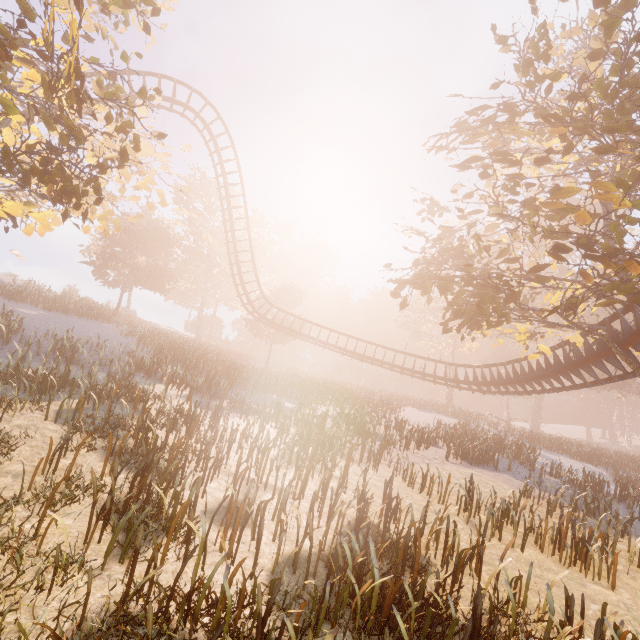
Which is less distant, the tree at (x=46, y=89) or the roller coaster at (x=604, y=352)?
the tree at (x=46, y=89)

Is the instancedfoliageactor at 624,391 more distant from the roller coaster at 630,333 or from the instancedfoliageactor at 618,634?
the instancedfoliageactor at 618,634

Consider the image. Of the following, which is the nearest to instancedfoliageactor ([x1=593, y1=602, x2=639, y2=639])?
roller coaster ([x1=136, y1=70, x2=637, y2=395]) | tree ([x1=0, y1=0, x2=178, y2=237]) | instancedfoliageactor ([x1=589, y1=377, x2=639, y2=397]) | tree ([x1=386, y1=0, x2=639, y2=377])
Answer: tree ([x1=386, y1=0, x2=639, y2=377])

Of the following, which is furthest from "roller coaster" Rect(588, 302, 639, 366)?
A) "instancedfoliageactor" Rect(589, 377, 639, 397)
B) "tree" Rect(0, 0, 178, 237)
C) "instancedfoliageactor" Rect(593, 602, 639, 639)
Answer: "instancedfoliageactor" Rect(589, 377, 639, 397)

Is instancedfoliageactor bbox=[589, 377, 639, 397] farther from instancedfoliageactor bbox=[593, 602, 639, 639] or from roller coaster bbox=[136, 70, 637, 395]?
instancedfoliageactor bbox=[593, 602, 639, 639]

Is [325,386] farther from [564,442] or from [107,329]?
[564,442]

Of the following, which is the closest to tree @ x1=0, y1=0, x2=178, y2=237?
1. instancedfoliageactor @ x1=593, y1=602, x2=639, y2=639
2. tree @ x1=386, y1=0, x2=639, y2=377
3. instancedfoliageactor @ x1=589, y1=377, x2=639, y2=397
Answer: tree @ x1=386, y1=0, x2=639, y2=377

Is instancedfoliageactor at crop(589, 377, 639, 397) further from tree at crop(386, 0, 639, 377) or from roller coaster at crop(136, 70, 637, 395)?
roller coaster at crop(136, 70, 637, 395)
